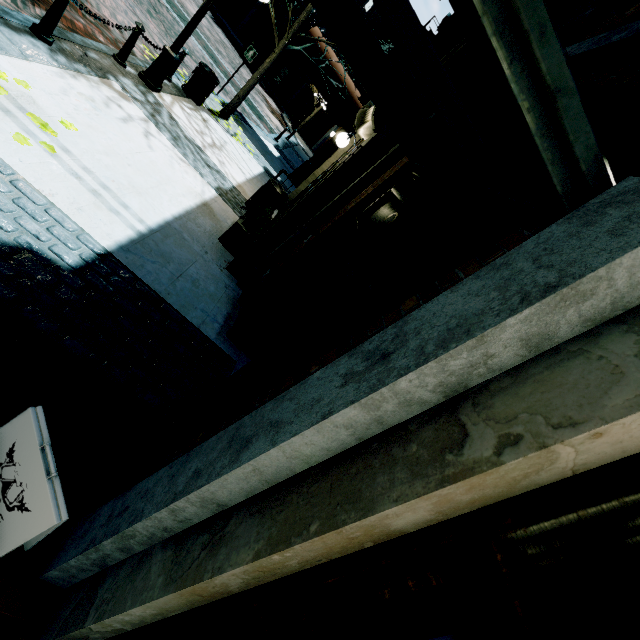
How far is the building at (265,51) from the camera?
33.47m

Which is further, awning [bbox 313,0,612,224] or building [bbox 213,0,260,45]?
building [bbox 213,0,260,45]

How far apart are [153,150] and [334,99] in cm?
980

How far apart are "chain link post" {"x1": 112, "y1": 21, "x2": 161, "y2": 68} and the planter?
3.7m

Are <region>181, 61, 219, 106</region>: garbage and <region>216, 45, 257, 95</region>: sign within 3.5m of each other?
yes

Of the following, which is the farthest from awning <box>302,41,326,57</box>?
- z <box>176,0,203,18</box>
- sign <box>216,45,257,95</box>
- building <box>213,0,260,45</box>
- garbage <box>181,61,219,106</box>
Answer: z <box>176,0,203,18</box>

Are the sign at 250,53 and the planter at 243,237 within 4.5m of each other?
no

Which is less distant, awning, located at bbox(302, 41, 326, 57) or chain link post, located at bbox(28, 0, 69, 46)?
chain link post, located at bbox(28, 0, 69, 46)
